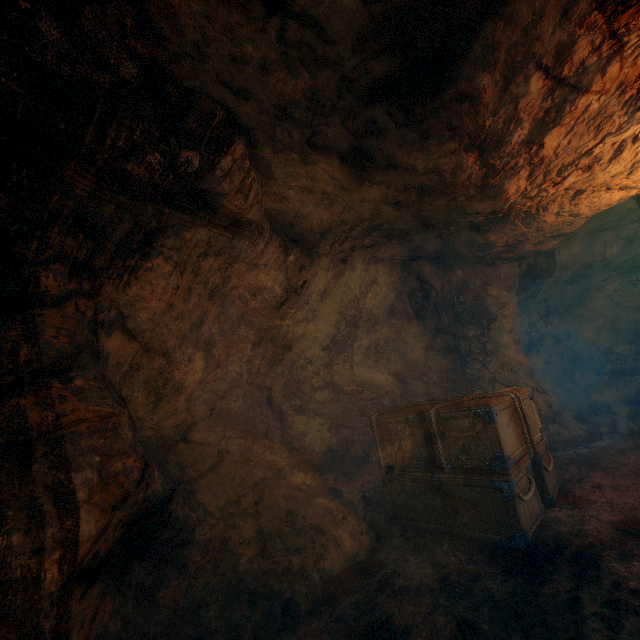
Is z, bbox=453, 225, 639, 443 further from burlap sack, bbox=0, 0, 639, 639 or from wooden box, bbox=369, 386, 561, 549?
wooden box, bbox=369, 386, 561, 549

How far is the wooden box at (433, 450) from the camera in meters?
4.2

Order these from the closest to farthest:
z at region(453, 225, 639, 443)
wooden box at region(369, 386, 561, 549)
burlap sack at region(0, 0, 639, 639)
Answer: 1. burlap sack at region(0, 0, 639, 639)
2. wooden box at region(369, 386, 561, 549)
3. z at region(453, 225, 639, 443)

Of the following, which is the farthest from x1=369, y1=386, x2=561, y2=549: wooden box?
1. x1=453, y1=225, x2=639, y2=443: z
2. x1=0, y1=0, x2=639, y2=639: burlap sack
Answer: x1=453, y1=225, x2=639, y2=443: z

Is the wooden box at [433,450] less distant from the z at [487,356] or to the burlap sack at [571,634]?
the burlap sack at [571,634]

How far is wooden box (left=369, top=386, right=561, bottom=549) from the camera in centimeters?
416cm

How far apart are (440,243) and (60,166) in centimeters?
695cm
